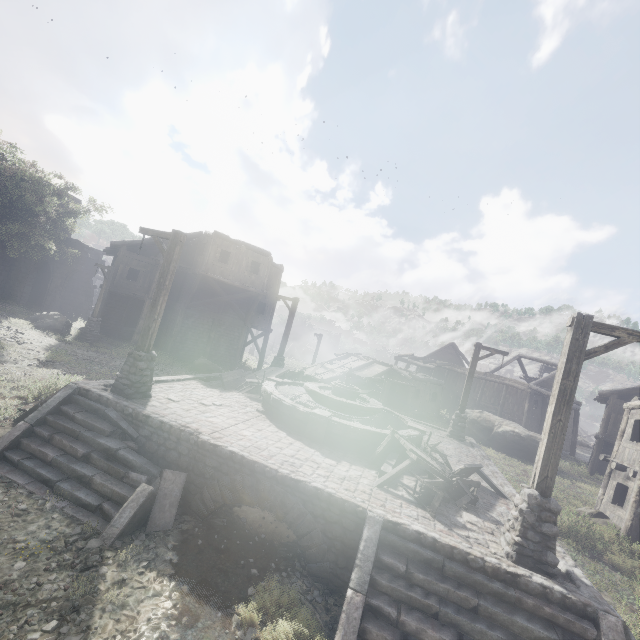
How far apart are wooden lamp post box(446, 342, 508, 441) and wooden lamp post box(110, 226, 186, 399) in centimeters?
1303cm

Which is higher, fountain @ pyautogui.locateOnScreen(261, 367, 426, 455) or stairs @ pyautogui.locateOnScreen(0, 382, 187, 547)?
fountain @ pyautogui.locateOnScreen(261, 367, 426, 455)

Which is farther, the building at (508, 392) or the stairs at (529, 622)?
the building at (508, 392)

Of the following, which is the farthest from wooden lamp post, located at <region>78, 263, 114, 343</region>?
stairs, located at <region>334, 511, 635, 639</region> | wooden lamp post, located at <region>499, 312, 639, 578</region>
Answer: wooden lamp post, located at <region>499, 312, 639, 578</region>

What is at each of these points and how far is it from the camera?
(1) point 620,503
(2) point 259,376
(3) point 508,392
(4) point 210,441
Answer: (1) building, 13.8m
(2) broken furniture, 14.5m
(3) building, 31.9m
(4) building base, 7.1m

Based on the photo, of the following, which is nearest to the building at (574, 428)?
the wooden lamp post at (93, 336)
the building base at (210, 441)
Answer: the wooden lamp post at (93, 336)

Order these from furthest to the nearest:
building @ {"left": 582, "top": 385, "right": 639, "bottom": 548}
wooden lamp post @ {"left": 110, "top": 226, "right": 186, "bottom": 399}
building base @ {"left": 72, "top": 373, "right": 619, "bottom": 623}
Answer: building @ {"left": 582, "top": 385, "right": 639, "bottom": 548} → wooden lamp post @ {"left": 110, "top": 226, "right": 186, "bottom": 399} → building base @ {"left": 72, "top": 373, "right": 619, "bottom": 623}

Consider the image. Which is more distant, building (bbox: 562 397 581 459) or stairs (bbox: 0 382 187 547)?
building (bbox: 562 397 581 459)
